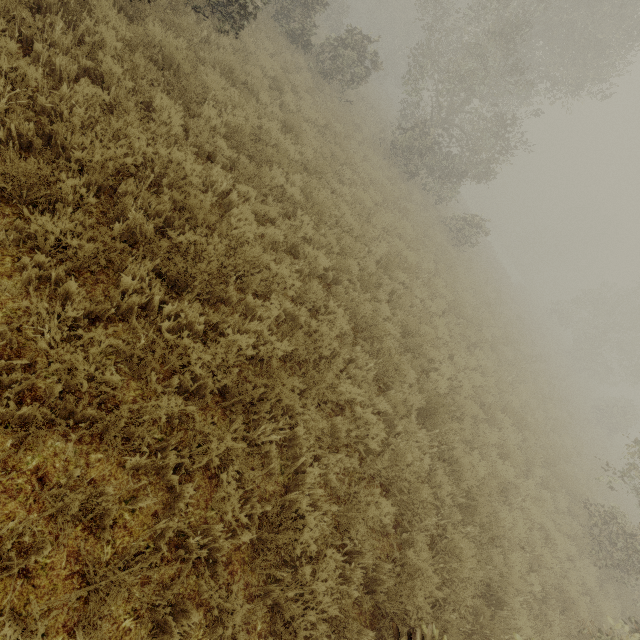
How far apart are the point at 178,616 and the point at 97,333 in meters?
2.6 m
